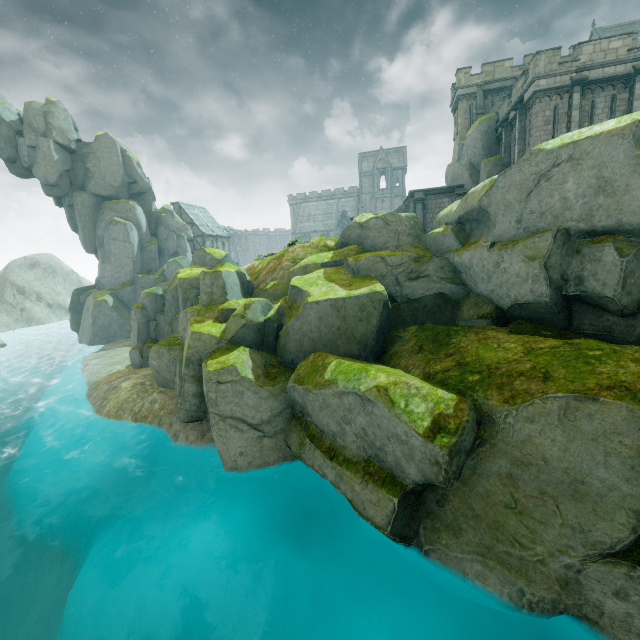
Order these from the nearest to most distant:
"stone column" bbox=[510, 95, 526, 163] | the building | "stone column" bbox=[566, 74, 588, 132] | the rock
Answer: the rock → "stone column" bbox=[566, 74, 588, 132] → "stone column" bbox=[510, 95, 526, 163] → the building

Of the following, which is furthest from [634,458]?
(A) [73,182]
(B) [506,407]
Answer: (A) [73,182]

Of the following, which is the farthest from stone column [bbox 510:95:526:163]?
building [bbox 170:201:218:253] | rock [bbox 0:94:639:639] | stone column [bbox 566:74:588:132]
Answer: building [bbox 170:201:218:253]

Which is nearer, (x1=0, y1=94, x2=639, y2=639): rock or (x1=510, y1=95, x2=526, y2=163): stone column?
(x1=0, y1=94, x2=639, y2=639): rock

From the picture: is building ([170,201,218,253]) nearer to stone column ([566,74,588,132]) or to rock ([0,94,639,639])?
rock ([0,94,639,639])

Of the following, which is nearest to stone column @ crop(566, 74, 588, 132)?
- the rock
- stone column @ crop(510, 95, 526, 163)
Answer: stone column @ crop(510, 95, 526, 163)

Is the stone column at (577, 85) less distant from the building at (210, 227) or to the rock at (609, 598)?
the rock at (609, 598)

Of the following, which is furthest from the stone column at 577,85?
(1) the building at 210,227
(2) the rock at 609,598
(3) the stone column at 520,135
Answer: (1) the building at 210,227
